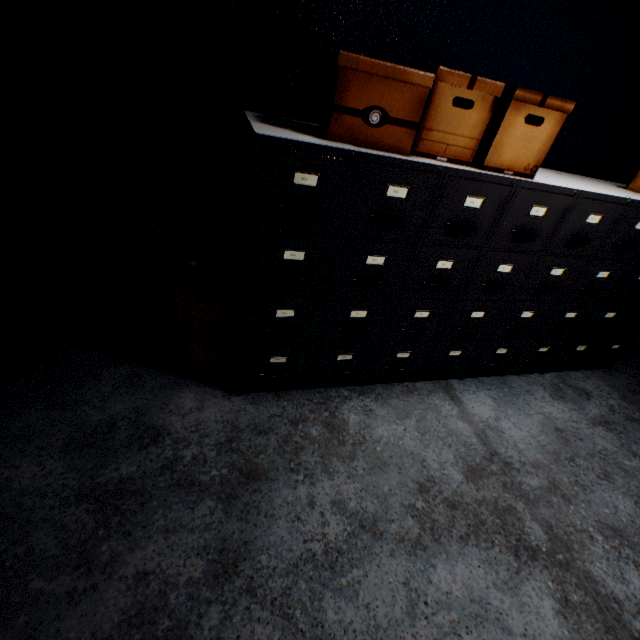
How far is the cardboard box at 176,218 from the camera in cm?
146

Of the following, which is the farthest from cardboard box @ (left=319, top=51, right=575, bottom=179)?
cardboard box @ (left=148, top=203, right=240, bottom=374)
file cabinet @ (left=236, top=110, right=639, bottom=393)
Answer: cardboard box @ (left=148, top=203, right=240, bottom=374)

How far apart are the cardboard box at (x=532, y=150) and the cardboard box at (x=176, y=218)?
0.6m

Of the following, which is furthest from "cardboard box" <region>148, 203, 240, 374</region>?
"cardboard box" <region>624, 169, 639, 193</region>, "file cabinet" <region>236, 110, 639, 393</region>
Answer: "cardboard box" <region>624, 169, 639, 193</region>

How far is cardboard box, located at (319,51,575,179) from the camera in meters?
1.2

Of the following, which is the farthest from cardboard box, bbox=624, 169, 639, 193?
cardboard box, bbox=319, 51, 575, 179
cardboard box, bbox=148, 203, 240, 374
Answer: cardboard box, bbox=148, 203, 240, 374

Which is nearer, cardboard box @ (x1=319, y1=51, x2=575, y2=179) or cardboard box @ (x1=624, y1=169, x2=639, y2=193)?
cardboard box @ (x1=319, y1=51, x2=575, y2=179)

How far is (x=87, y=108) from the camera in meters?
1.5 m
